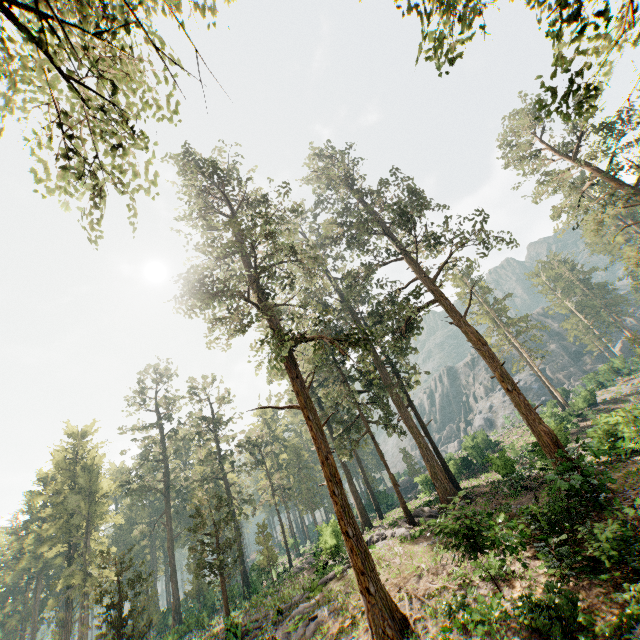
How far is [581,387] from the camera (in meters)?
55.12

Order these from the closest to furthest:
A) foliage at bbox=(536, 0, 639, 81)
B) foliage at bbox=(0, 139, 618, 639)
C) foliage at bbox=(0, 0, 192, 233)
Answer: foliage at bbox=(0, 0, 192, 233) < foliage at bbox=(536, 0, 639, 81) < foliage at bbox=(0, 139, 618, 639)

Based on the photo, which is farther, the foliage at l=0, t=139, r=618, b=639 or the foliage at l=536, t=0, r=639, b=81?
the foliage at l=0, t=139, r=618, b=639

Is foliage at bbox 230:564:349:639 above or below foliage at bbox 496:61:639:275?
below

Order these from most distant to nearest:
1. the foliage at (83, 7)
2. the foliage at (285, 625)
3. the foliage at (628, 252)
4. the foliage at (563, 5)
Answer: the foliage at (285, 625)
the foliage at (628, 252)
the foliage at (563, 5)
the foliage at (83, 7)

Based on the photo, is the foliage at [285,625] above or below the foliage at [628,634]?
above
